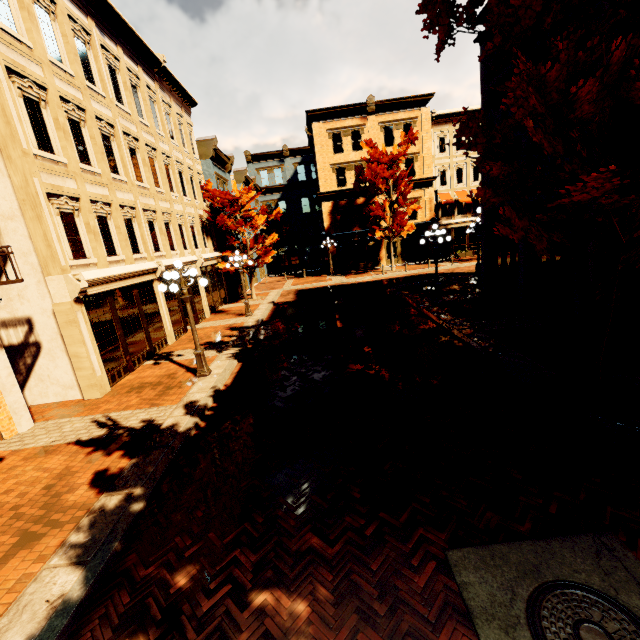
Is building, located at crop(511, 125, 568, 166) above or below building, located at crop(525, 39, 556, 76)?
below

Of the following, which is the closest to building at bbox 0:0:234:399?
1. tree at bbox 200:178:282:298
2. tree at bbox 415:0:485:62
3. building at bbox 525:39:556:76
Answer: tree at bbox 415:0:485:62

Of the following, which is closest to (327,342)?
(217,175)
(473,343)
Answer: (473,343)

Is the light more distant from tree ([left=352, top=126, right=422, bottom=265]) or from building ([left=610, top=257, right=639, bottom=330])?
tree ([left=352, top=126, right=422, bottom=265])

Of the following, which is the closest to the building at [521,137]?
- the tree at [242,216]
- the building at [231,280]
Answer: the building at [231,280]

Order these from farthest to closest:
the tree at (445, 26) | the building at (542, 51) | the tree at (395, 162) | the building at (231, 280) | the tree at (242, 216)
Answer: the tree at (395, 162)
the building at (231, 280)
the tree at (242, 216)
the building at (542, 51)
the tree at (445, 26)

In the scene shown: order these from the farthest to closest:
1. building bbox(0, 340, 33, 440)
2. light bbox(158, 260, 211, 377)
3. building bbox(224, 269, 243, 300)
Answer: building bbox(224, 269, 243, 300), light bbox(158, 260, 211, 377), building bbox(0, 340, 33, 440)

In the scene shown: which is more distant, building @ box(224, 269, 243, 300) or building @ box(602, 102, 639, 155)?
building @ box(224, 269, 243, 300)
